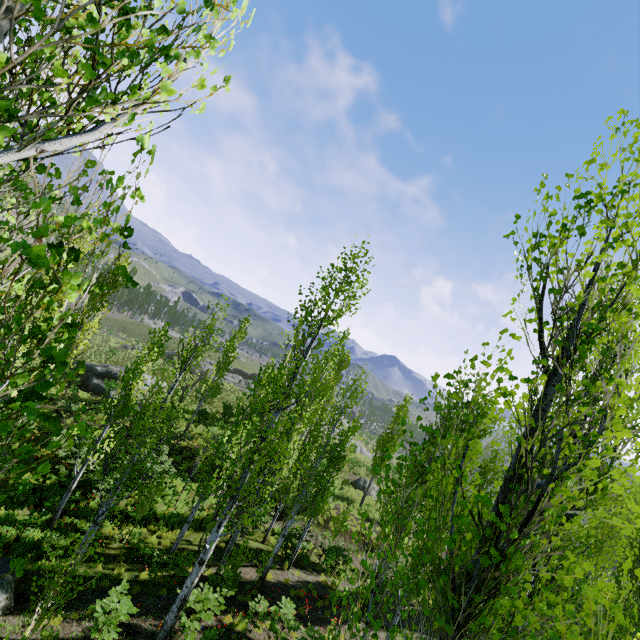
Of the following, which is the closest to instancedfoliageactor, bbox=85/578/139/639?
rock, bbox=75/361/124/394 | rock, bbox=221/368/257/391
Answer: rock, bbox=221/368/257/391

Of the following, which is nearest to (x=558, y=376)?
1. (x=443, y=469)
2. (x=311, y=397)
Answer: (x=443, y=469)

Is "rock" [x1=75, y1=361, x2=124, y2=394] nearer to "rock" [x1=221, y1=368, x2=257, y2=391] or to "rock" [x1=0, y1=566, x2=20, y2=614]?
"rock" [x1=0, y1=566, x2=20, y2=614]

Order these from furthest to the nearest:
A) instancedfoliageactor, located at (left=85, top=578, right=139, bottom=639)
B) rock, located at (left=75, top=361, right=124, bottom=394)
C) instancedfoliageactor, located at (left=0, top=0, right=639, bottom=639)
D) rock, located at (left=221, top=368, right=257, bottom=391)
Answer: rock, located at (left=221, top=368, right=257, bottom=391), rock, located at (left=75, top=361, right=124, bottom=394), instancedfoliageactor, located at (left=85, top=578, right=139, bottom=639), instancedfoliageactor, located at (left=0, top=0, right=639, bottom=639)

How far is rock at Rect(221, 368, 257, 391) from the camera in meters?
47.9 m

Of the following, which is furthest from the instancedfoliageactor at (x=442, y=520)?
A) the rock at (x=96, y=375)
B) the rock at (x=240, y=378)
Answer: the rock at (x=96, y=375)

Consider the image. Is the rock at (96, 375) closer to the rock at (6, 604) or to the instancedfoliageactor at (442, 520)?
the instancedfoliageactor at (442, 520)

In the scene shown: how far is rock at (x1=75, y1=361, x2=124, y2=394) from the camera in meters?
27.8
